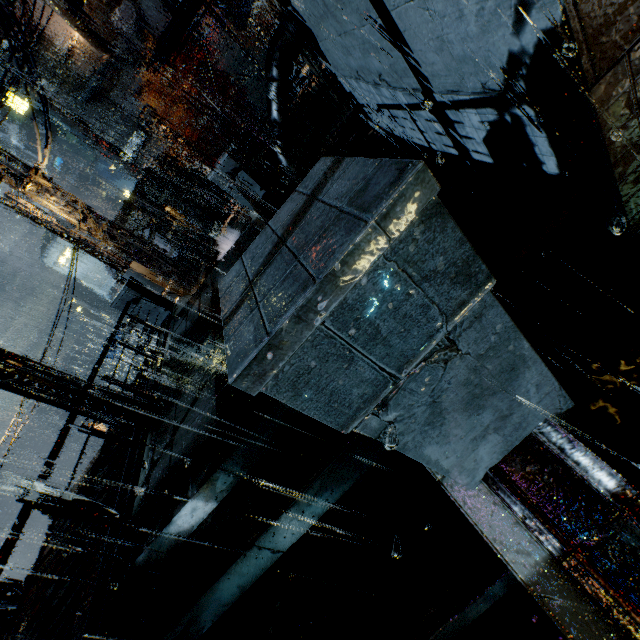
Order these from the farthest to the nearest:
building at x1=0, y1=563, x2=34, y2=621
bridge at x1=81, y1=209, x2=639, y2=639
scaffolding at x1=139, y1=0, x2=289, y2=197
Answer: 1. scaffolding at x1=139, y1=0, x2=289, y2=197
2. building at x1=0, y1=563, x2=34, y2=621
3. bridge at x1=81, y1=209, x2=639, y2=639

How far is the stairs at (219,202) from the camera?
22.7 meters

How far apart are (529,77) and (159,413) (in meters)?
7.19

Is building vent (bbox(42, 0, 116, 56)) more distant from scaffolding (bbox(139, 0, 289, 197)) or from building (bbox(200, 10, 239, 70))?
scaffolding (bbox(139, 0, 289, 197))

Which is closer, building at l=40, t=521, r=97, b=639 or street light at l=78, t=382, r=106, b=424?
building at l=40, t=521, r=97, b=639

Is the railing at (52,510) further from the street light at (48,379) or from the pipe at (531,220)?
the pipe at (531,220)

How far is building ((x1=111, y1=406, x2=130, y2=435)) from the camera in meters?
10.4 m
